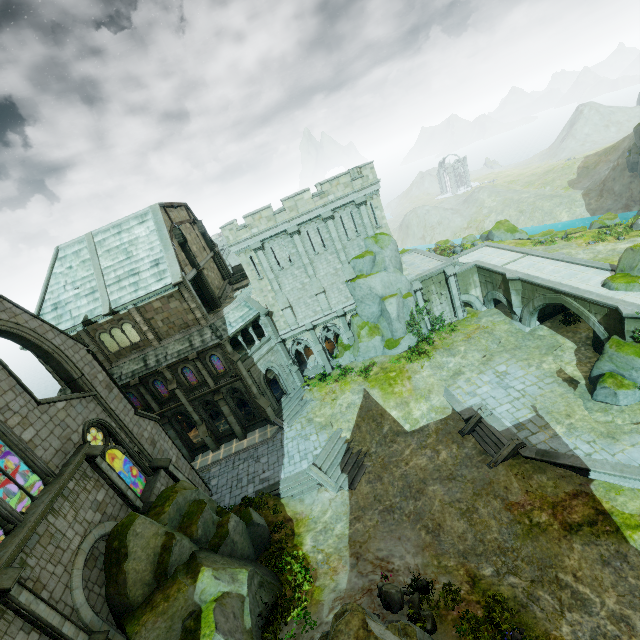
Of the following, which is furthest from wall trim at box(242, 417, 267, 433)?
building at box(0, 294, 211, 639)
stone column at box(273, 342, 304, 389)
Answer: building at box(0, 294, 211, 639)

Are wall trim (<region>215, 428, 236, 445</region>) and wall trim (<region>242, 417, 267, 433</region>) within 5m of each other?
yes

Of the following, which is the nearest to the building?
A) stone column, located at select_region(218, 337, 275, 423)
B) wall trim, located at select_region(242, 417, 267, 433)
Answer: Result: wall trim, located at select_region(242, 417, 267, 433)

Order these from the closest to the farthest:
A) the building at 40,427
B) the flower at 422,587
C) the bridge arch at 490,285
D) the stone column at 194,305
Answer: the building at 40,427 → the flower at 422,587 → the stone column at 194,305 → the bridge arch at 490,285

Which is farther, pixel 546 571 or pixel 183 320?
pixel 183 320

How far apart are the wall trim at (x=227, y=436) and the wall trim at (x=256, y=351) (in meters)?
5.46

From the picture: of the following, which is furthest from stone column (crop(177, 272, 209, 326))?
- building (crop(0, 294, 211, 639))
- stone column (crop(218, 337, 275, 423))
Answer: building (crop(0, 294, 211, 639))

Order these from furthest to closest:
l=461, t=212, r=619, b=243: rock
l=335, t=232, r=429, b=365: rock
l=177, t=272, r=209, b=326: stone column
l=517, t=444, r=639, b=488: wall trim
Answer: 1. l=461, t=212, r=619, b=243: rock
2. l=335, t=232, r=429, b=365: rock
3. l=177, t=272, r=209, b=326: stone column
4. l=517, t=444, r=639, b=488: wall trim
